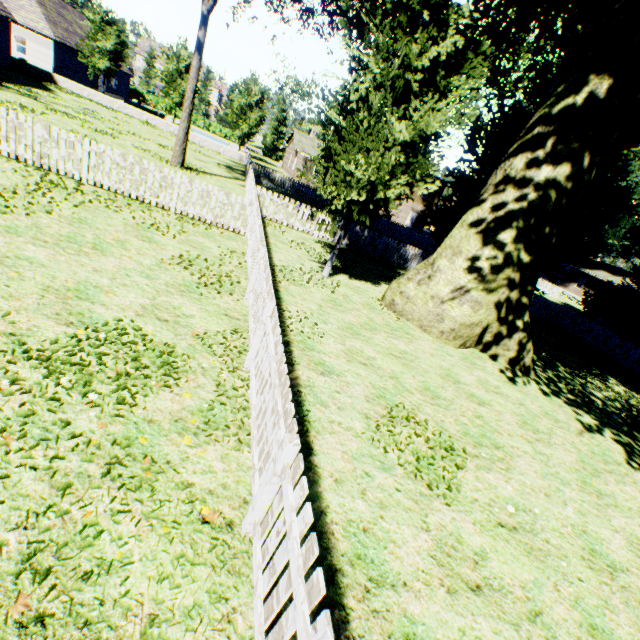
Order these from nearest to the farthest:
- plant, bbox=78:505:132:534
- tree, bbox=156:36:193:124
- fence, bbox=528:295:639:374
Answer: plant, bbox=78:505:132:534
fence, bbox=528:295:639:374
tree, bbox=156:36:193:124

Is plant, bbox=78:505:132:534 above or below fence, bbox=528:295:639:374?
below

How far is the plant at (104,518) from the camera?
2.7 meters

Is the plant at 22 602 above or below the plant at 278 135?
below

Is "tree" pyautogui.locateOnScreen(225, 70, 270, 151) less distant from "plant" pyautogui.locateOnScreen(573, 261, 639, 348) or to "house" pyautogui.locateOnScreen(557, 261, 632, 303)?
"plant" pyautogui.locateOnScreen(573, 261, 639, 348)

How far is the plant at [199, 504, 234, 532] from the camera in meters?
3.0

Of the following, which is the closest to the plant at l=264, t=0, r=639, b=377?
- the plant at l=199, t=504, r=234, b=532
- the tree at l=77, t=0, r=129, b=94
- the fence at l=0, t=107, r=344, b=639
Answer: the fence at l=0, t=107, r=344, b=639

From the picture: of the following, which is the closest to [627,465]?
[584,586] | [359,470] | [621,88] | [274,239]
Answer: [584,586]
